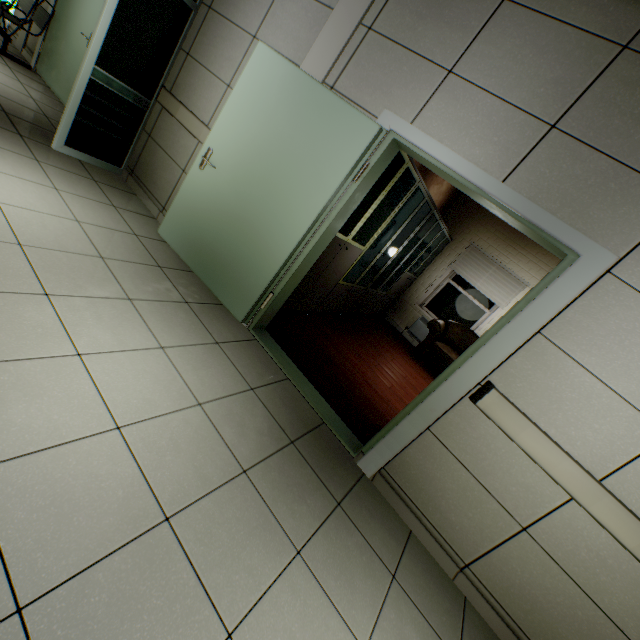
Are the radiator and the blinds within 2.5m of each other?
yes

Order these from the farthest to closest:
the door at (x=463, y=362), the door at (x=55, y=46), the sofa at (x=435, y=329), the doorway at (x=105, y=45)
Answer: the sofa at (x=435, y=329) → the door at (x=55, y=46) → the doorway at (x=105, y=45) → the door at (x=463, y=362)

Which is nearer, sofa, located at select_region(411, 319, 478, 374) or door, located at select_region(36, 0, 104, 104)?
door, located at select_region(36, 0, 104, 104)

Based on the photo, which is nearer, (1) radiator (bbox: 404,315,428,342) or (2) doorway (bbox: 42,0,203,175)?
(2) doorway (bbox: 42,0,203,175)

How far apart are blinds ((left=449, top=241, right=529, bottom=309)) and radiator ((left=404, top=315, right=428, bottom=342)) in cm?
100

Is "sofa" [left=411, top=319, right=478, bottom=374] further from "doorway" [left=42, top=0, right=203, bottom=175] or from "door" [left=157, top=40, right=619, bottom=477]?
"doorway" [left=42, top=0, right=203, bottom=175]

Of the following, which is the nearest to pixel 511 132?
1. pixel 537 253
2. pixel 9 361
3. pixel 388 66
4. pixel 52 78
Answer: pixel 388 66

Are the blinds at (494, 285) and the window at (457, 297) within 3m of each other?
yes
